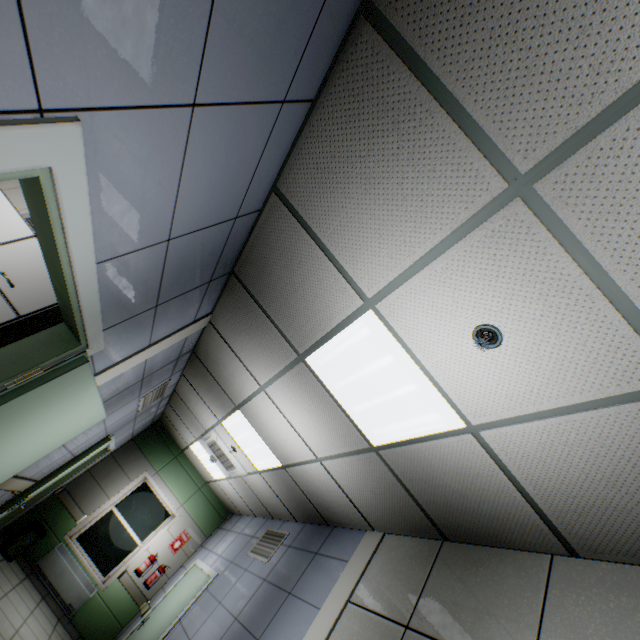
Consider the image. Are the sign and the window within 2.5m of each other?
yes

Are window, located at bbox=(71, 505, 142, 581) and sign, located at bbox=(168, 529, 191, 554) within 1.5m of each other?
yes

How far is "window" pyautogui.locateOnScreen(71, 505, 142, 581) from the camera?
6.7 meters

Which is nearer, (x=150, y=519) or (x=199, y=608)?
(x=199, y=608)

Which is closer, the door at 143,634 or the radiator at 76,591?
the door at 143,634

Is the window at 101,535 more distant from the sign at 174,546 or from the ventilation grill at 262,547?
the ventilation grill at 262,547

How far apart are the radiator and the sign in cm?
130

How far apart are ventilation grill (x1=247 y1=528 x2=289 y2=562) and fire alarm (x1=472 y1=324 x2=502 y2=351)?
4.7m
